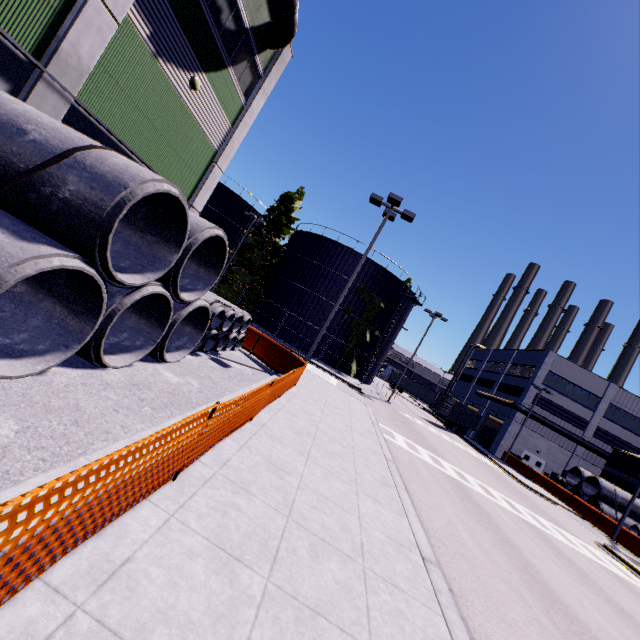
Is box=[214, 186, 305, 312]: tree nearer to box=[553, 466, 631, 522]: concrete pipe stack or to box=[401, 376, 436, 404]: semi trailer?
box=[553, 466, 631, 522]: concrete pipe stack

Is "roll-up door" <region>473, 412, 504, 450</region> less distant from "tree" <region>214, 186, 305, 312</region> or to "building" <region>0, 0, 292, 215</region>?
"building" <region>0, 0, 292, 215</region>

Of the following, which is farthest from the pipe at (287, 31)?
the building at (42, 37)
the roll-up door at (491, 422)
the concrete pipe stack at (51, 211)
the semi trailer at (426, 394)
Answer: the roll-up door at (491, 422)

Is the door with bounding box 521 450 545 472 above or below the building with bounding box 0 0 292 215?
below

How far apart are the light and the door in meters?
38.1

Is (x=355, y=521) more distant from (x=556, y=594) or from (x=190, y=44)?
(x=190, y=44)

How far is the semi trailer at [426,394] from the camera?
55.6m

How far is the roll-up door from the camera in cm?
4309
